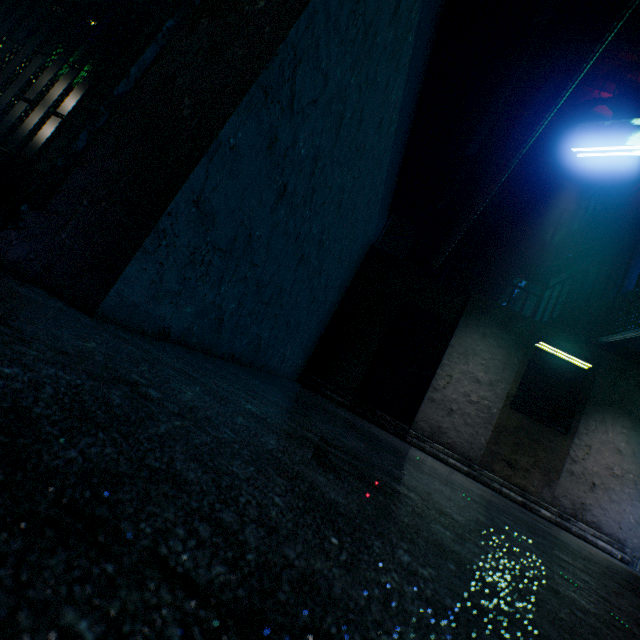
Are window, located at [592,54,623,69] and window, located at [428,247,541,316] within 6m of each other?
no

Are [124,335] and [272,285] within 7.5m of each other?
yes

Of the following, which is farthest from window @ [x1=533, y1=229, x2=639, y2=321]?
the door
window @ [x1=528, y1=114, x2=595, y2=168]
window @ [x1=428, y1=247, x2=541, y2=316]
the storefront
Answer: the storefront

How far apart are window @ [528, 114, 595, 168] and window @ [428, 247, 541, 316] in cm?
438

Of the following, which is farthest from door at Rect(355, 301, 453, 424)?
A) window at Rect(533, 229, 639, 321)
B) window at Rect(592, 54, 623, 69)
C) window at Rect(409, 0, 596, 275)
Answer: window at Rect(592, 54, 623, 69)

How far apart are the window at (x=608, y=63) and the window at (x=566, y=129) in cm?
153

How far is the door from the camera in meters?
5.9 m

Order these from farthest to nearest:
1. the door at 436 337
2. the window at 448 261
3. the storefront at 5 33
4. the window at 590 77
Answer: the window at 590 77, the window at 448 261, the door at 436 337, the storefront at 5 33
